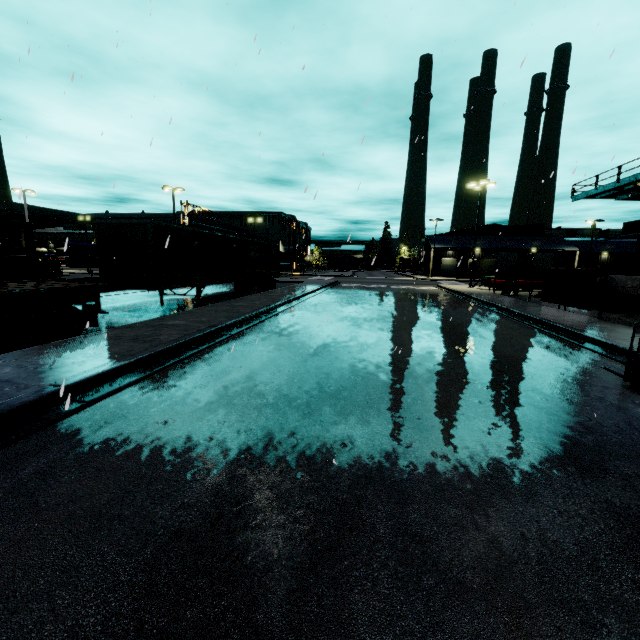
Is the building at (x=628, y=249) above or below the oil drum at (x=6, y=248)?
above

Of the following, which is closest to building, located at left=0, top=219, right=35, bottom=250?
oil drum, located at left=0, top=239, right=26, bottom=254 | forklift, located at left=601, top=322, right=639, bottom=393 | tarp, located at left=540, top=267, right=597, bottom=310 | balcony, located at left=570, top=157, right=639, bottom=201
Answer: balcony, located at left=570, top=157, right=639, bottom=201

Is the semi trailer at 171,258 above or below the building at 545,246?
below

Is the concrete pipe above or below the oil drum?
below

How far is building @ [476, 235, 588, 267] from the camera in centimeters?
5503cm

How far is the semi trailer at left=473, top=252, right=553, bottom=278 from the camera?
47.2 meters

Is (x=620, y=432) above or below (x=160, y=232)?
below
